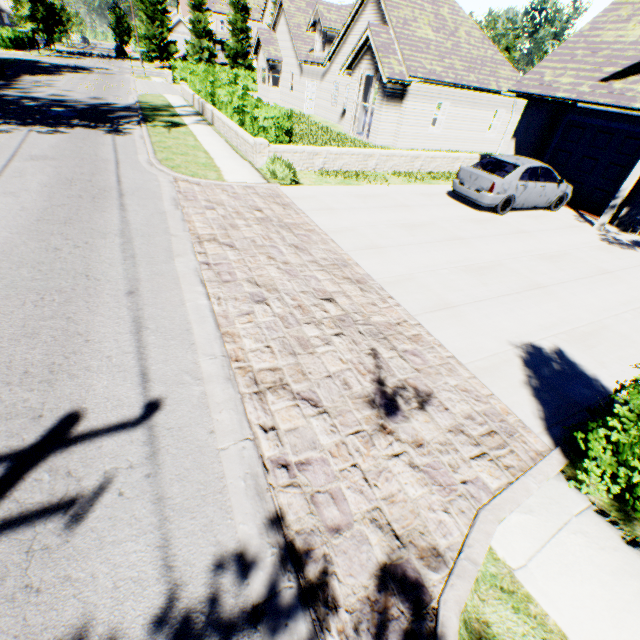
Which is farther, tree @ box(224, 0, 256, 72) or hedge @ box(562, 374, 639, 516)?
tree @ box(224, 0, 256, 72)

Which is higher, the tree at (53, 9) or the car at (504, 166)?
the tree at (53, 9)

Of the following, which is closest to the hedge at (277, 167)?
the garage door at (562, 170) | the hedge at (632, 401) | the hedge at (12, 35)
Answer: the hedge at (632, 401)

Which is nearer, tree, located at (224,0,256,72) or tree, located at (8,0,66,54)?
tree, located at (8,0,66,54)

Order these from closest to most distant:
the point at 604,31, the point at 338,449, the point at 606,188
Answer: the point at 338,449 < the point at 604,31 < the point at 606,188

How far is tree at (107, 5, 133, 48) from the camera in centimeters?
5100cm

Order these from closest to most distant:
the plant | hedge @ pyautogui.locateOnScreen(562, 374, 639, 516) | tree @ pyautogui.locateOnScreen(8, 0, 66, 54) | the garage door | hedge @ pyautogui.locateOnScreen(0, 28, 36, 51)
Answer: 1. hedge @ pyautogui.locateOnScreen(562, 374, 639, 516)
2. the garage door
3. tree @ pyautogui.locateOnScreen(8, 0, 66, 54)
4. hedge @ pyautogui.locateOnScreen(0, 28, 36, 51)
5. the plant

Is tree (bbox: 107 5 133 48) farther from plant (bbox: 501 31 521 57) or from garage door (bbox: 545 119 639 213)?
garage door (bbox: 545 119 639 213)
